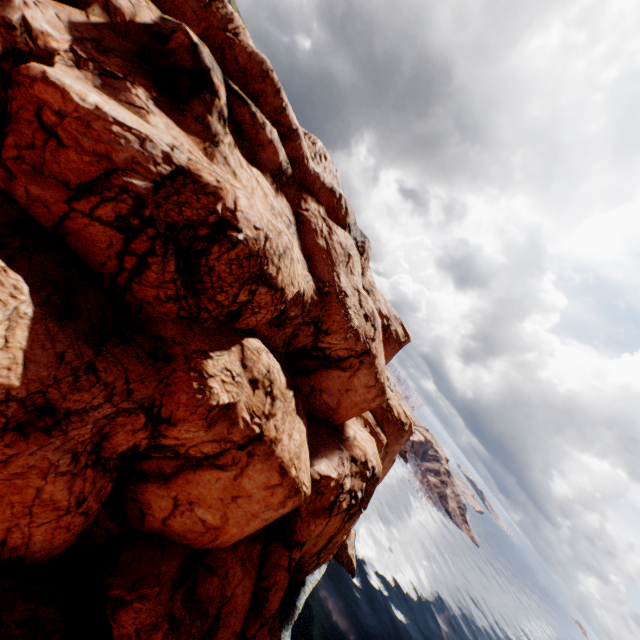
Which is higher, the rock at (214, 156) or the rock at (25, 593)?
the rock at (214, 156)

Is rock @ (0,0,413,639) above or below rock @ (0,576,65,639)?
above

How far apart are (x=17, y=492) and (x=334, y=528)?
27.35m
